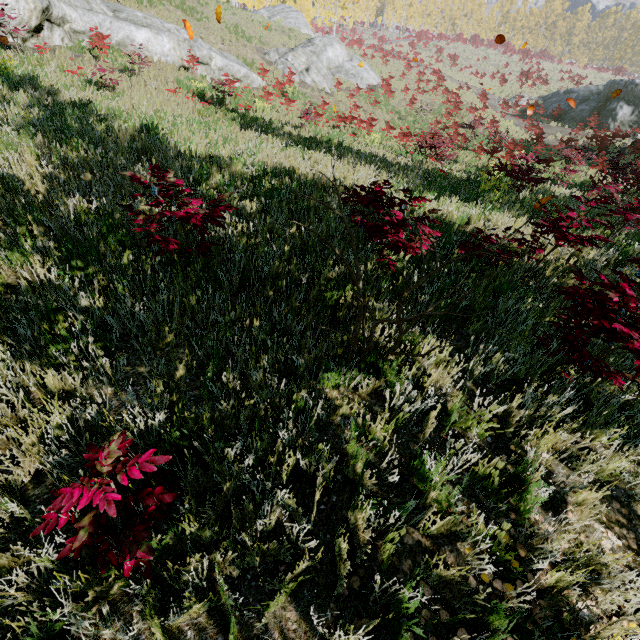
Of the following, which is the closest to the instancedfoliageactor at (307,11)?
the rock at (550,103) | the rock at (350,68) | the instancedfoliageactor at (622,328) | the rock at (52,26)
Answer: the instancedfoliageactor at (622,328)

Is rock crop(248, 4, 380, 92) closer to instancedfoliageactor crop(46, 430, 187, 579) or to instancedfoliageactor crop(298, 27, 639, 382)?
instancedfoliageactor crop(298, 27, 639, 382)

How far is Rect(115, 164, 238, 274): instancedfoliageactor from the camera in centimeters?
323cm

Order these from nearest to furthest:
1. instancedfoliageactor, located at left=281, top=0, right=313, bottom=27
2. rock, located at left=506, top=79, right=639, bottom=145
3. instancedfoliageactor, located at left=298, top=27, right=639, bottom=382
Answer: instancedfoliageactor, located at left=298, top=27, right=639, bottom=382 < rock, located at left=506, top=79, right=639, bottom=145 < instancedfoliageactor, located at left=281, top=0, right=313, bottom=27

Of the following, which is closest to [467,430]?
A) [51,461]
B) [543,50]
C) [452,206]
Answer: [51,461]

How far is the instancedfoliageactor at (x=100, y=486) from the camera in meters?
1.5

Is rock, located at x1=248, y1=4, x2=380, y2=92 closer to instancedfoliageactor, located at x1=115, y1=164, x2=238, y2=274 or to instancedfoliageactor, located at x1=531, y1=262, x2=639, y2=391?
instancedfoliageactor, located at x1=115, y1=164, x2=238, y2=274
